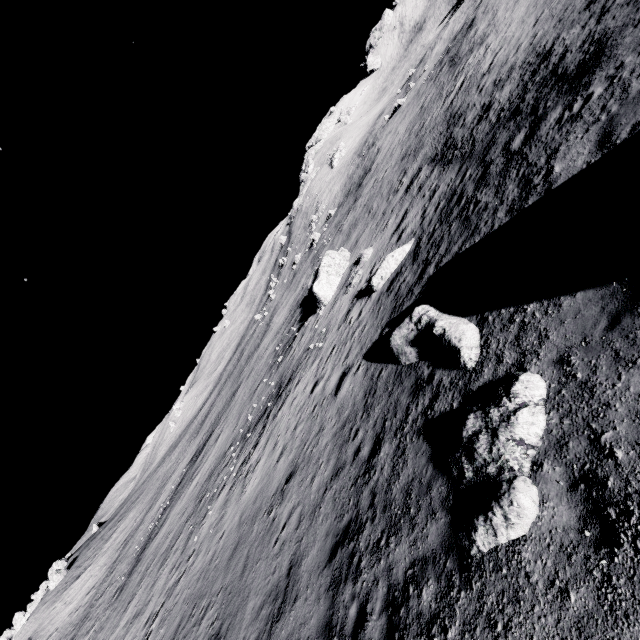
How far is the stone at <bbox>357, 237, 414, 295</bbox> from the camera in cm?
1641

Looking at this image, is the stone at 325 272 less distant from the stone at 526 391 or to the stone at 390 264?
the stone at 390 264

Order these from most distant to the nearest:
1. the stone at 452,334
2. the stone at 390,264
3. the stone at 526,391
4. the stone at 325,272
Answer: the stone at 325,272 → the stone at 390,264 → the stone at 452,334 → the stone at 526,391

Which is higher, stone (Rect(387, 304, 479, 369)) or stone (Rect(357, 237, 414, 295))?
stone (Rect(387, 304, 479, 369))

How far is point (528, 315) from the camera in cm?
668

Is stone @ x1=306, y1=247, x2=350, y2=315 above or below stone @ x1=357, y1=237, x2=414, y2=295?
above

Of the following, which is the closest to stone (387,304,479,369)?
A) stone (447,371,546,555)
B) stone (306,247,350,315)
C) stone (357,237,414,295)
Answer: stone (447,371,546,555)

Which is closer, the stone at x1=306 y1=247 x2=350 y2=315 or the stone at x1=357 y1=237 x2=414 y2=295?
the stone at x1=357 y1=237 x2=414 y2=295
